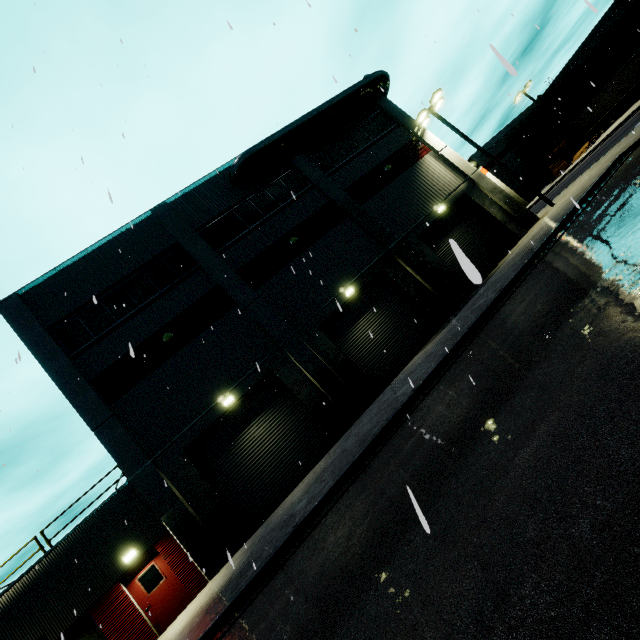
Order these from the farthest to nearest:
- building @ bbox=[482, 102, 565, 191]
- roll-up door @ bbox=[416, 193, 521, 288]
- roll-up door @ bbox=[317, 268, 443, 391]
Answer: building @ bbox=[482, 102, 565, 191]
roll-up door @ bbox=[416, 193, 521, 288]
roll-up door @ bbox=[317, 268, 443, 391]

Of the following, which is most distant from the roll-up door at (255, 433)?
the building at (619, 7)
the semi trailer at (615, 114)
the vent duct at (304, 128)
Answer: the vent duct at (304, 128)

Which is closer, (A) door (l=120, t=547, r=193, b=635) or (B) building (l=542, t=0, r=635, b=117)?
(A) door (l=120, t=547, r=193, b=635)

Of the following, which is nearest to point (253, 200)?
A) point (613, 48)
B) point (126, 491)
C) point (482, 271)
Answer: point (482, 271)

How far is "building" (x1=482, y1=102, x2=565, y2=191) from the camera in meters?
47.9

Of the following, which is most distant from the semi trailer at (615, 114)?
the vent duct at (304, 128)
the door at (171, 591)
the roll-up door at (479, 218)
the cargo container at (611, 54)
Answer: the door at (171, 591)

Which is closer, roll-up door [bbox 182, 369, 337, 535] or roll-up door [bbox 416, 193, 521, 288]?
roll-up door [bbox 182, 369, 337, 535]

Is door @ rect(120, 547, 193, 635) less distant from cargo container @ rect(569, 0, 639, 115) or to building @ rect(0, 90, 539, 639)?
building @ rect(0, 90, 539, 639)
